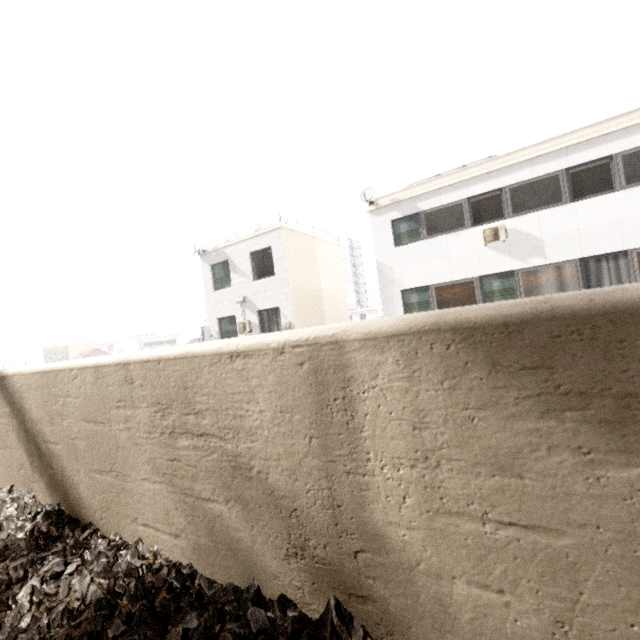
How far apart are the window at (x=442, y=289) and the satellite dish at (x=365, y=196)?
4.32m

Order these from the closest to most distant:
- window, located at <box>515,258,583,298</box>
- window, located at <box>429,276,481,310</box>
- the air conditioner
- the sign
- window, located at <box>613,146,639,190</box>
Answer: window, located at <box>613,146,639,190</box>
window, located at <box>515,258,583,298</box>
the air conditioner
window, located at <box>429,276,481,310</box>
the sign

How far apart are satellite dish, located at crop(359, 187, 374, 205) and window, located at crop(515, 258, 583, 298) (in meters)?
6.16

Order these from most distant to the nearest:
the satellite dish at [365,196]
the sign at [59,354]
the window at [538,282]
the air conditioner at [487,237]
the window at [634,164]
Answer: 1. the sign at [59,354]
2. the satellite dish at [365,196]
3. the air conditioner at [487,237]
4. the window at [538,282]
5. the window at [634,164]

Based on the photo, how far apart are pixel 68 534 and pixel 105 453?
0.5m

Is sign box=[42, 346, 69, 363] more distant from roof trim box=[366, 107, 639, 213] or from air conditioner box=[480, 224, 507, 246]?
air conditioner box=[480, 224, 507, 246]

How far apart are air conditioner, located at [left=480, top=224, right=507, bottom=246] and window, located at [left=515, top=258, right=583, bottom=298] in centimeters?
95cm

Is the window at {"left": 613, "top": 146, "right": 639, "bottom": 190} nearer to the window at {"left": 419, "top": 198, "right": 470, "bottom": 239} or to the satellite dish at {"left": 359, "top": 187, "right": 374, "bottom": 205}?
the window at {"left": 419, "top": 198, "right": 470, "bottom": 239}
